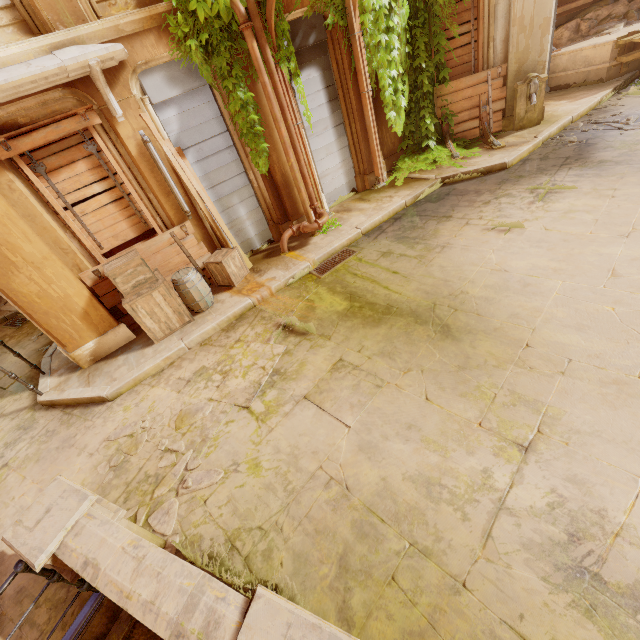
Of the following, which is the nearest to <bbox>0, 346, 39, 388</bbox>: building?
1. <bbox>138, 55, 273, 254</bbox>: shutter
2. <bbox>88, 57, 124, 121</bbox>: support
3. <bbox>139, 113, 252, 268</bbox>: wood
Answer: <bbox>139, 113, 252, 268</bbox>: wood

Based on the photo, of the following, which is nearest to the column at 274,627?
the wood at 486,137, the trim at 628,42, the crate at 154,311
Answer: the crate at 154,311

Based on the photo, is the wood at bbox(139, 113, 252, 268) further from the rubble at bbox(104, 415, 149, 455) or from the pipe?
the rubble at bbox(104, 415, 149, 455)

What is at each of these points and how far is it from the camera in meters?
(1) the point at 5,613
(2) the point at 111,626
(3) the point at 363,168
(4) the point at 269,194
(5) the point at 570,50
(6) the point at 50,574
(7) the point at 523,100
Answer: (1) building, 3.4
(2) building, 3.2
(3) column, 8.8
(4) column, 7.5
(5) building, 10.0
(6) fence, 2.8
(7) pump, 8.6

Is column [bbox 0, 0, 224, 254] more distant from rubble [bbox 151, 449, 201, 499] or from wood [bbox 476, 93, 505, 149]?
wood [bbox 476, 93, 505, 149]

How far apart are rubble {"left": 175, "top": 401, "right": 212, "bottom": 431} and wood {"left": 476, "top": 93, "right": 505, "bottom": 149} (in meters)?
9.31

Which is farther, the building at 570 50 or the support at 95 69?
the building at 570 50

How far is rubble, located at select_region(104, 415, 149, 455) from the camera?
4.6 meters
